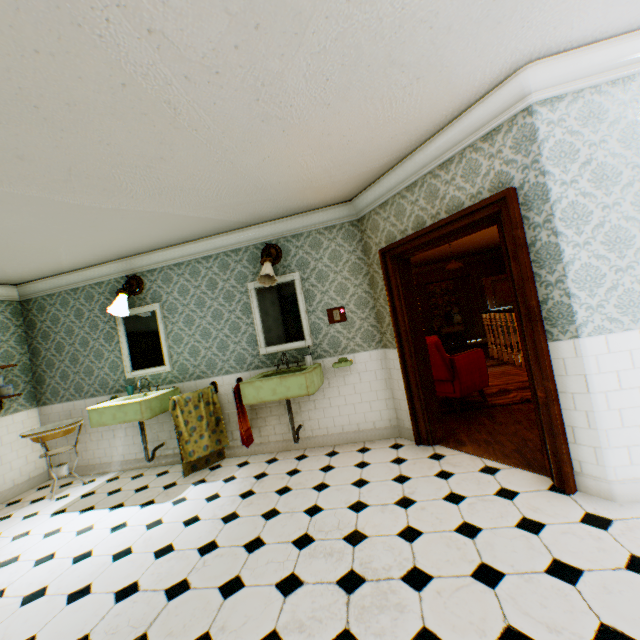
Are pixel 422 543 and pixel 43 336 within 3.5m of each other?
no

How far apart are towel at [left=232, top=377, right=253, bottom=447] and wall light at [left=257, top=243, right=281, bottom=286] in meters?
1.4 m

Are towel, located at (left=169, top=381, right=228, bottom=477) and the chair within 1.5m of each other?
no

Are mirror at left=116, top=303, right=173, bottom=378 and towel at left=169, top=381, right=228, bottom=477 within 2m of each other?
yes

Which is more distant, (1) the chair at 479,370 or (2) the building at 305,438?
(1) the chair at 479,370

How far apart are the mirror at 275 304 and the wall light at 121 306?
1.7 meters

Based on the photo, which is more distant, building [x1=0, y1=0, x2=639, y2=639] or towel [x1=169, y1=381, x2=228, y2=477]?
towel [x1=169, y1=381, x2=228, y2=477]

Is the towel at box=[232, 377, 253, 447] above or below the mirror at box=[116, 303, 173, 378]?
below
